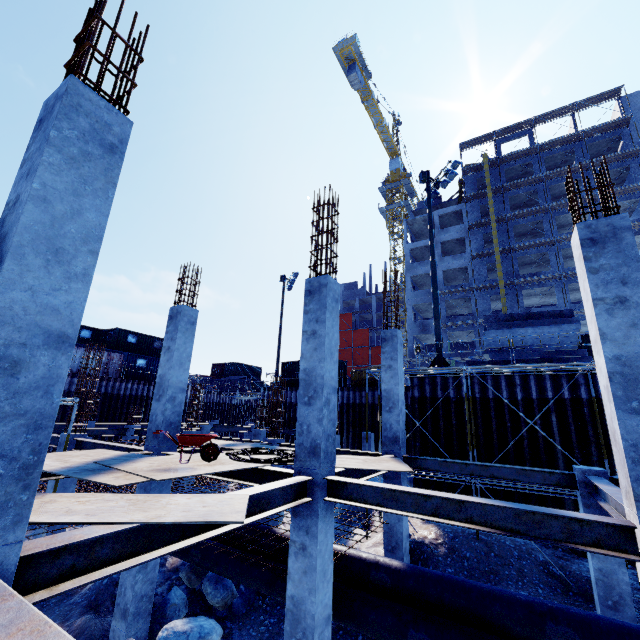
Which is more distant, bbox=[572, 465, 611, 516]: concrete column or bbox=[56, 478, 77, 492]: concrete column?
bbox=[56, 478, 77, 492]: concrete column

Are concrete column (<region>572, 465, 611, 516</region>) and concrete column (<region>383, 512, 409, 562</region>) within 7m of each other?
yes

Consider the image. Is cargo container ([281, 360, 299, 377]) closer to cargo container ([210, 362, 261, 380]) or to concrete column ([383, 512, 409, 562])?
concrete column ([383, 512, 409, 562])

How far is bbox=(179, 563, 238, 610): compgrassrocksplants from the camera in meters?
8.8

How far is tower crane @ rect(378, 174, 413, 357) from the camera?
53.60m

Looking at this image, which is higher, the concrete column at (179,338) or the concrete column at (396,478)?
the concrete column at (179,338)

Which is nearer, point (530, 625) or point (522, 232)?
point (530, 625)

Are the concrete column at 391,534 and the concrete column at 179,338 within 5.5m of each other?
no
